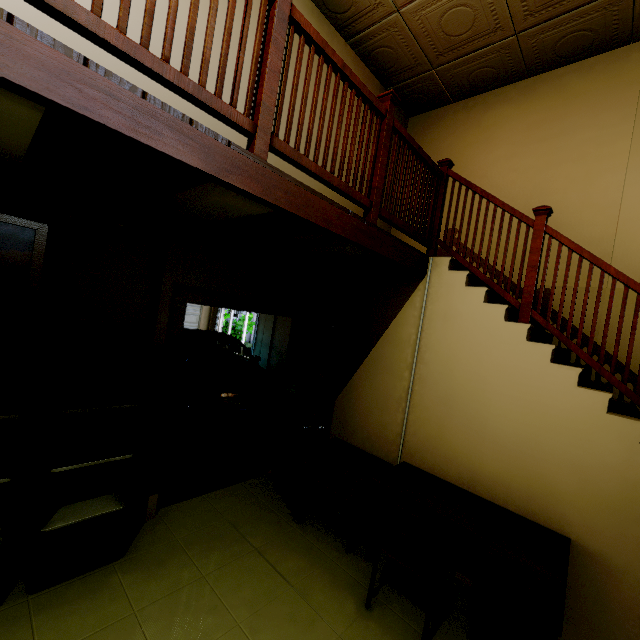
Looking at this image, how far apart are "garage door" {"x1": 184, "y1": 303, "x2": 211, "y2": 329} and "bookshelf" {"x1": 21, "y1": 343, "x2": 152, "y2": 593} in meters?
6.0

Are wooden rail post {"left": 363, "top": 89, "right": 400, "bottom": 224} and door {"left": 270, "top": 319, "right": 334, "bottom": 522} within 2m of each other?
yes

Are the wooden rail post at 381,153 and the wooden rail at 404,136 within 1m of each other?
yes

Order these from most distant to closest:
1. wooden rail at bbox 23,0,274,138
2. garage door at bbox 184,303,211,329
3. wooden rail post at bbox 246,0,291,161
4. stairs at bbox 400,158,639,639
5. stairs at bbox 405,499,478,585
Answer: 1. garage door at bbox 184,303,211,329
2. stairs at bbox 405,499,478,585
3. stairs at bbox 400,158,639,639
4. wooden rail post at bbox 246,0,291,161
5. wooden rail at bbox 23,0,274,138

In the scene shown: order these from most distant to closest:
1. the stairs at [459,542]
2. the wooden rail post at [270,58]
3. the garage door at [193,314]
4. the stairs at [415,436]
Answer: the garage door at [193,314], the stairs at [459,542], the stairs at [415,436], the wooden rail post at [270,58]

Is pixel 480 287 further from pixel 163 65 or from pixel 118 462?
pixel 118 462

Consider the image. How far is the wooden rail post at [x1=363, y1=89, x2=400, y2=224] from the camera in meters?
2.6 m

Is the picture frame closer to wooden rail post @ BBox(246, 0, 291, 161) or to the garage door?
wooden rail post @ BBox(246, 0, 291, 161)
